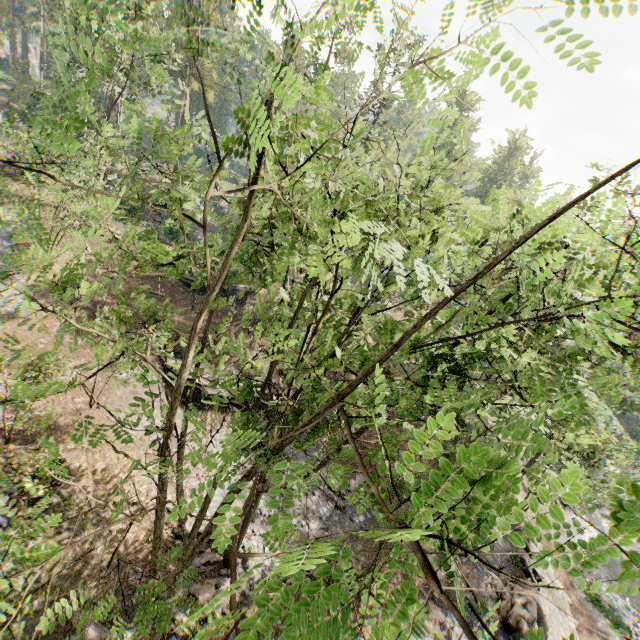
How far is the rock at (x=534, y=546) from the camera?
20.6 meters

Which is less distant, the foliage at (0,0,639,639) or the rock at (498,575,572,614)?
the foliage at (0,0,639,639)

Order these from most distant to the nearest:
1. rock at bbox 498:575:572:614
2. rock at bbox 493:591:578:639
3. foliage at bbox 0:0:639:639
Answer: rock at bbox 498:575:572:614, rock at bbox 493:591:578:639, foliage at bbox 0:0:639:639

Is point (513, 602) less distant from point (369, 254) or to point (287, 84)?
point (369, 254)

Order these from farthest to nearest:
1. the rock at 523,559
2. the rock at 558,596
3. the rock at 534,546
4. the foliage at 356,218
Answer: the rock at 534,546, the rock at 523,559, the rock at 558,596, the foliage at 356,218

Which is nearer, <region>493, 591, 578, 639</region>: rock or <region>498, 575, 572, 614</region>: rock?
<region>493, 591, 578, 639</region>: rock

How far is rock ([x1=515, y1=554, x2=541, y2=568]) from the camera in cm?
1964
